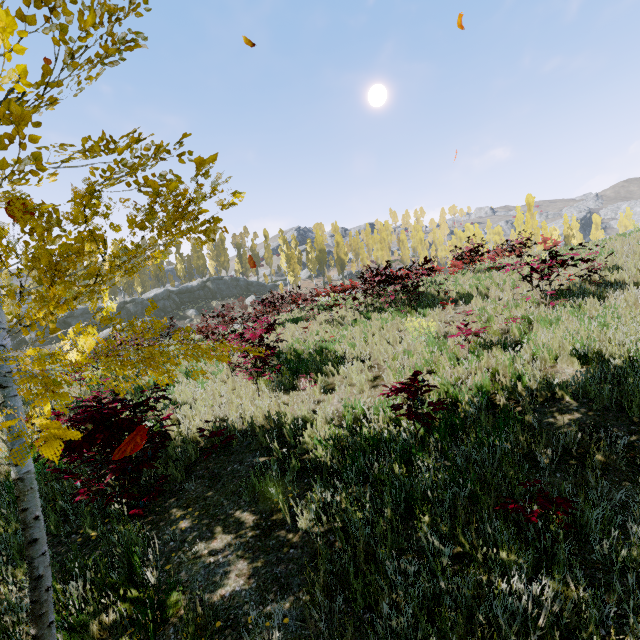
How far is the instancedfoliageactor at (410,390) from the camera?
4.13m

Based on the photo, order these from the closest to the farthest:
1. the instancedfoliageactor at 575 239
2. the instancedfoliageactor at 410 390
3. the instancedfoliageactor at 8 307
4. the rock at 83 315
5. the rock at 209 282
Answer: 1. the instancedfoliageactor at 8 307
2. the instancedfoliageactor at 410 390
3. the instancedfoliageactor at 575 239
4. the rock at 83 315
5. the rock at 209 282

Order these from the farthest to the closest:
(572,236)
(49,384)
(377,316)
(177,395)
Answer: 1. (572,236)
2. (377,316)
3. (177,395)
4. (49,384)

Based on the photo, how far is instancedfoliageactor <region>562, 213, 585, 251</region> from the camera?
16.00m

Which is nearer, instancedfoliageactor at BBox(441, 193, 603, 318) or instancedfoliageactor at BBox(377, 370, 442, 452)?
instancedfoliageactor at BBox(377, 370, 442, 452)

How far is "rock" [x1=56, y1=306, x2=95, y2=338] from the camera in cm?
3366

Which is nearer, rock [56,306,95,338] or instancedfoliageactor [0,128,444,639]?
instancedfoliageactor [0,128,444,639]

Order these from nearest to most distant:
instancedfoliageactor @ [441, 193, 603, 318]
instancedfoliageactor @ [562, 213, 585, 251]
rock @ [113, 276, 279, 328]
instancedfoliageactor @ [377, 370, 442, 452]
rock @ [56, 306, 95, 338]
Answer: instancedfoliageactor @ [377, 370, 442, 452] → instancedfoliageactor @ [441, 193, 603, 318] → instancedfoliageactor @ [562, 213, 585, 251] → rock @ [56, 306, 95, 338] → rock @ [113, 276, 279, 328]
